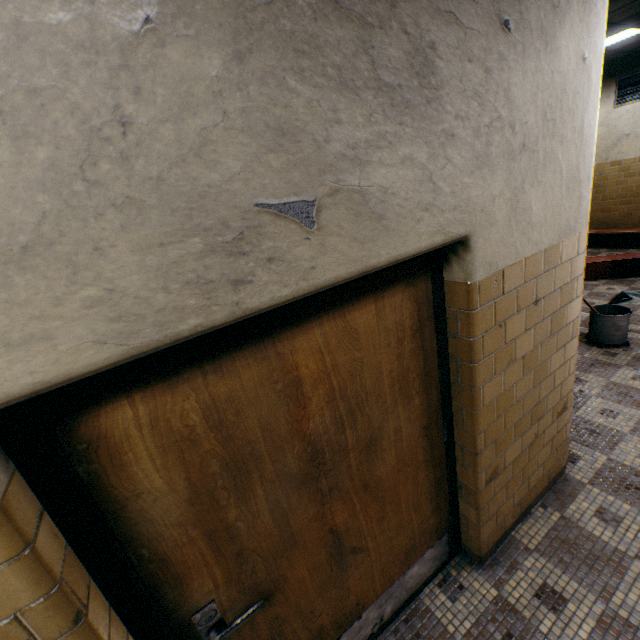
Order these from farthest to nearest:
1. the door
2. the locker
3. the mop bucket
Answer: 1. the locker
2. the mop bucket
3. the door

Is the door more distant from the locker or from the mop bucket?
the locker

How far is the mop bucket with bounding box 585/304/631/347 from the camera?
3.98m

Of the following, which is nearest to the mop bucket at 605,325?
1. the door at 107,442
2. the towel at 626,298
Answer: the towel at 626,298

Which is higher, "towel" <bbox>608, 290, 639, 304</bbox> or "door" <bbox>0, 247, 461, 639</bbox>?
"door" <bbox>0, 247, 461, 639</bbox>

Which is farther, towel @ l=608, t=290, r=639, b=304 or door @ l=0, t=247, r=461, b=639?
towel @ l=608, t=290, r=639, b=304

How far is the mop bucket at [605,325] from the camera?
4.0m

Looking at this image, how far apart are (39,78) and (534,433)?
2.8m
